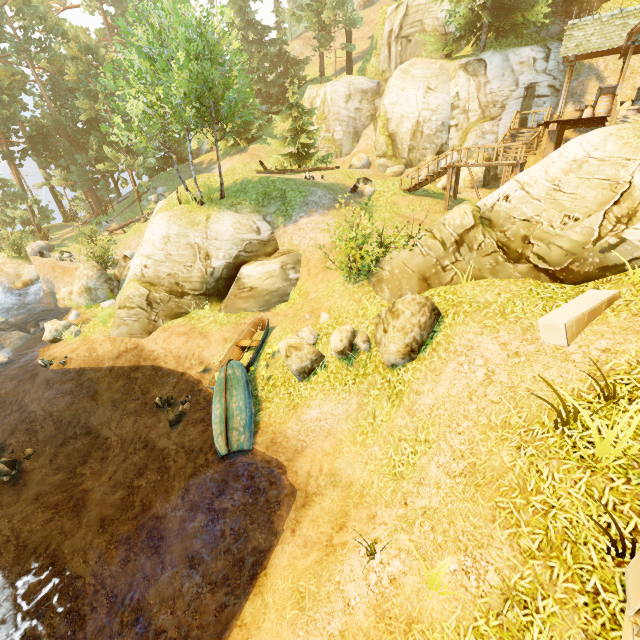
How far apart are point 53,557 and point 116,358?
7.82m

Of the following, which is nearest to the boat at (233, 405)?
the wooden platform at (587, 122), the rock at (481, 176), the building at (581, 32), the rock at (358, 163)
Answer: the wooden platform at (587, 122)

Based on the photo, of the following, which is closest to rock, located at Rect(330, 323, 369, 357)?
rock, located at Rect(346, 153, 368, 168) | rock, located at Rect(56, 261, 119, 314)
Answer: rock, located at Rect(56, 261, 119, 314)

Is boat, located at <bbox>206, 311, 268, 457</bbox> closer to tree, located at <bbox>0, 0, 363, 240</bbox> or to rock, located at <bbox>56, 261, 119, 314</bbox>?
tree, located at <bbox>0, 0, 363, 240</bbox>

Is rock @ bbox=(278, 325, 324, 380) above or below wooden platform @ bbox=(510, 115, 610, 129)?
below

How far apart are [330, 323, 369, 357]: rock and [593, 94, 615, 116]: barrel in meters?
18.3 m

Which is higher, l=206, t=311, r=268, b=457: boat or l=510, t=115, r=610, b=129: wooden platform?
l=510, t=115, r=610, b=129: wooden platform

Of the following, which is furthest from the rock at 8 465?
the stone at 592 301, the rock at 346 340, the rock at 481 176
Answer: the rock at 481 176
